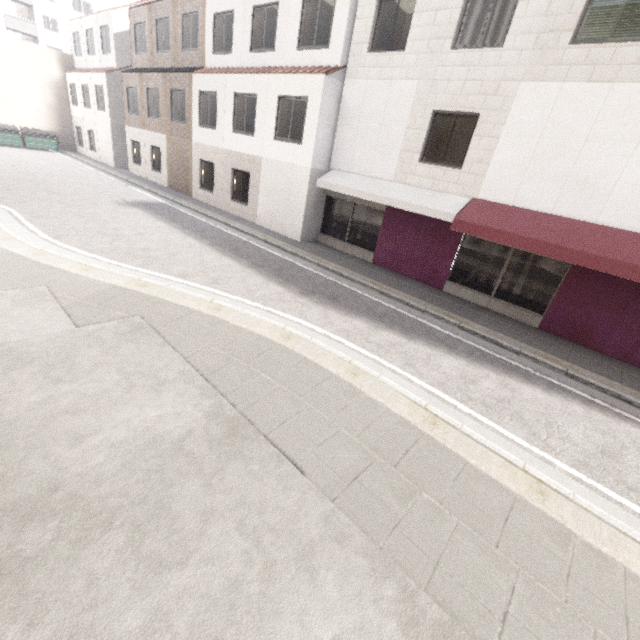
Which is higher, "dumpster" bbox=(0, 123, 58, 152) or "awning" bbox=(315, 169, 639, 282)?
"awning" bbox=(315, 169, 639, 282)

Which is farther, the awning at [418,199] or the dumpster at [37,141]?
the dumpster at [37,141]

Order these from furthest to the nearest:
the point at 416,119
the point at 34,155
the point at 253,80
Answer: the point at 34,155 < the point at 253,80 < the point at 416,119

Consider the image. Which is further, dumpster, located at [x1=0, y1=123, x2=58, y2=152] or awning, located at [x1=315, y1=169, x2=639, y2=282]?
dumpster, located at [x1=0, y1=123, x2=58, y2=152]

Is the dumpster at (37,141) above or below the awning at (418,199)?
below
